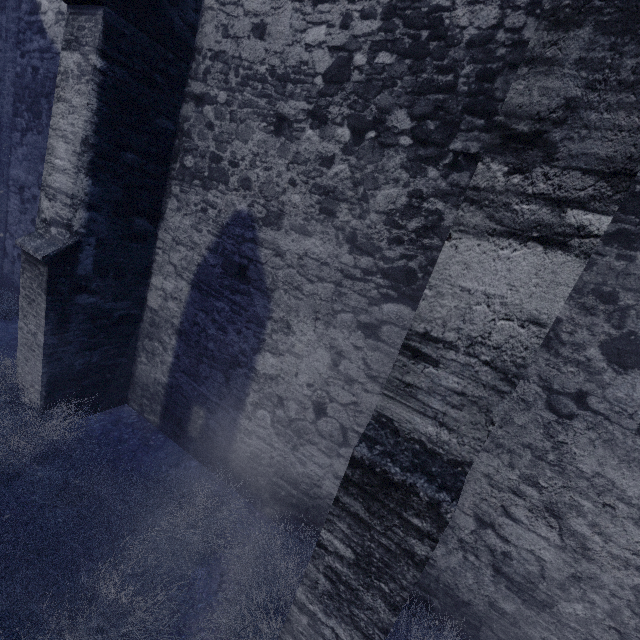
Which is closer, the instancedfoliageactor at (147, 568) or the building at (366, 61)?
the building at (366, 61)

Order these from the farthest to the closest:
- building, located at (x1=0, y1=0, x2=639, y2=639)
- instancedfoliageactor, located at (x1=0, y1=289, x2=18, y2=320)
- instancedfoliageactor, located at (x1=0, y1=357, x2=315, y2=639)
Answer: instancedfoliageactor, located at (x1=0, y1=289, x2=18, y2=320)
instancedfoliageactor, located at (x1=0, y1=357, x2=315, y2=639)
building, located at (x1=0, y1=0, x2=639, y2=639)

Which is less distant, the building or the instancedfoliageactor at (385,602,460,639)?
the building

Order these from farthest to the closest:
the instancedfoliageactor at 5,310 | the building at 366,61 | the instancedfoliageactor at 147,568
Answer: the instancedfoliageactor at 5,310 < the instancedfoliageactor at 147,568 < the building at 366,61

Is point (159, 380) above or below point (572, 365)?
below

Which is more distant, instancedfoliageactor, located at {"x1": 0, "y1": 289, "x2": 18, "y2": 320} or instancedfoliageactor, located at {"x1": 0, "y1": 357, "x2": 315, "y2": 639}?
instancedfoliageactor, located at {"x1": 0, "y1": 289, "x2": 18, "y2": 320}

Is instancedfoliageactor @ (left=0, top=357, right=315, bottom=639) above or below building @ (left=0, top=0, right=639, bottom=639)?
below
